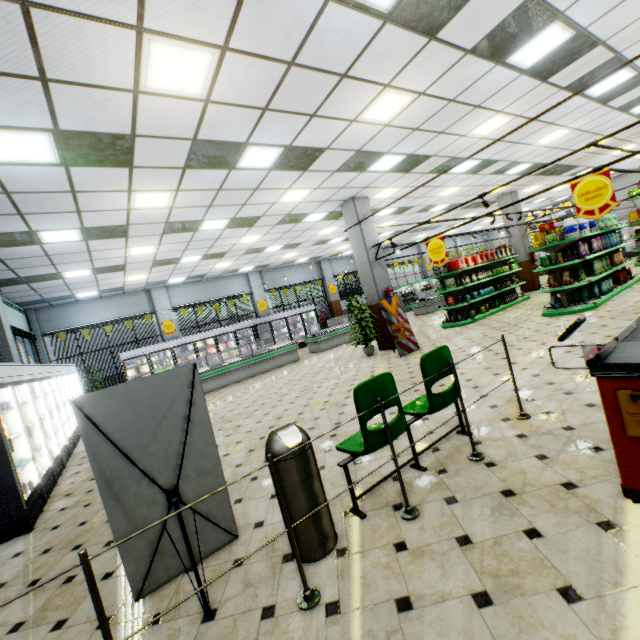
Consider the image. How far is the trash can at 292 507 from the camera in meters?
2.4 m

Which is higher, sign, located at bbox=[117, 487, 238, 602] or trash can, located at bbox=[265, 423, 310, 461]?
trash can, located at bbox=[265, 423, 310, 461]

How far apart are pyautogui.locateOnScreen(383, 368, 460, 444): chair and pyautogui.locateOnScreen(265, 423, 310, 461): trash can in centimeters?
21cm

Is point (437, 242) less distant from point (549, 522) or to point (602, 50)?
point (602, 50)

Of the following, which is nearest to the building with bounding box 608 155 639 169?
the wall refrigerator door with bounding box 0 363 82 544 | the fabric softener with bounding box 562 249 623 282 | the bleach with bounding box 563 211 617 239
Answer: the wall refrigerator door with bounding box 0 363 82 544

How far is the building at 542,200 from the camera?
15.9m

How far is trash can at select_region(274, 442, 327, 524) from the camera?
2.4 meters

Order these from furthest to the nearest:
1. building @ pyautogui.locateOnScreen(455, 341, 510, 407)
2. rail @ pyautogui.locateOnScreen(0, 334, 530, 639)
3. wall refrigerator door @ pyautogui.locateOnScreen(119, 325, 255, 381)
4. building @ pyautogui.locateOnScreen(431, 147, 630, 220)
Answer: wall refrigerator door @ pyautogui.locateOnScreen(119, 325, 255, 381) < building @ pyautogui.locateOnScreen(431, 147, 630, 220) < building @ pyautogui.locateOnScreen(455, 341, 510, 407) < rail @ pyautogui.locateOnScreen(0, 334, 530, 639)
